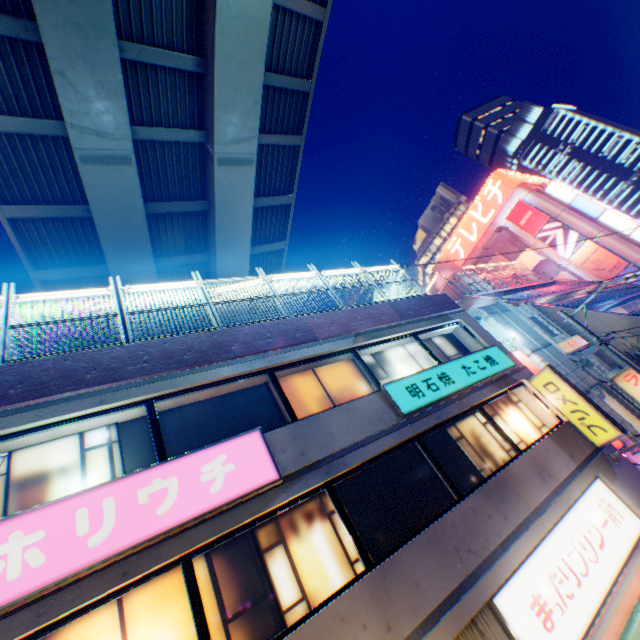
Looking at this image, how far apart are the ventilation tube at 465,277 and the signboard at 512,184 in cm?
1768

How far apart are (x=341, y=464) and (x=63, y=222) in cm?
1738

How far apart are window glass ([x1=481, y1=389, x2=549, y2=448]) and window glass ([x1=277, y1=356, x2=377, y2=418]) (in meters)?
1.30

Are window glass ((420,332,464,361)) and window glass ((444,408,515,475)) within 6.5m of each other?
yes

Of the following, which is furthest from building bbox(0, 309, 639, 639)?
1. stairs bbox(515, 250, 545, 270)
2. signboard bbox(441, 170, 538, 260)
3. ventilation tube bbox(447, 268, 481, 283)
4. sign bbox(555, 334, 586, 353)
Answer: signboard bbox(441, 170, 538, 260)

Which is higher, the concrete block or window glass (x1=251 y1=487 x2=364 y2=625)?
the concrete block

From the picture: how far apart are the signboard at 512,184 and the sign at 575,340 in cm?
2994

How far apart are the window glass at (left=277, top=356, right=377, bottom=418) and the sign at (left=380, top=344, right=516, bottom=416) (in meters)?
0.59
